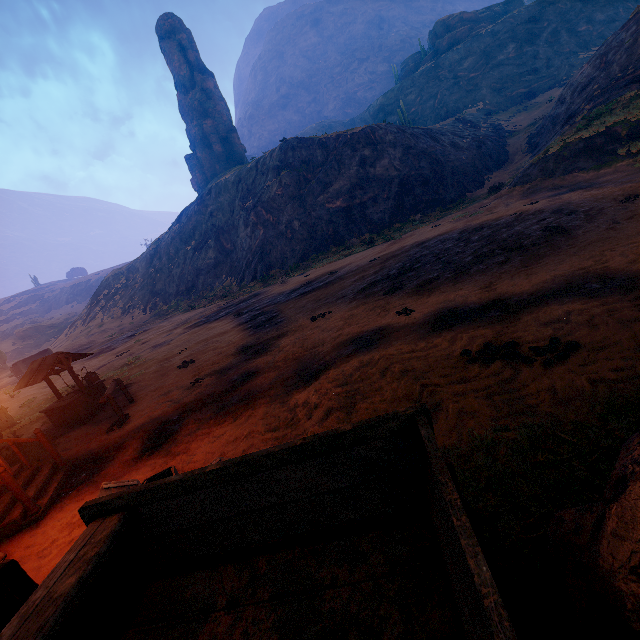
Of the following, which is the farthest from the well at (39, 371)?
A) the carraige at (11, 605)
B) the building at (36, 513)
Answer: the carraige at (11, 605)

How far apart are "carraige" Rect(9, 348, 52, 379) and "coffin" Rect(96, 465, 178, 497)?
34.3m

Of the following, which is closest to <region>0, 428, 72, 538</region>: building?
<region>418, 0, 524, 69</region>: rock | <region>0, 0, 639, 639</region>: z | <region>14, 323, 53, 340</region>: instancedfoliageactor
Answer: <region>0, 0, 639, 639</region>: z

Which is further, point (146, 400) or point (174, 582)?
point (146, 400)

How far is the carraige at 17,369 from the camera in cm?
2889

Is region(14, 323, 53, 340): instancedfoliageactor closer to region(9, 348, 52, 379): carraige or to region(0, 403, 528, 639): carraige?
region(9, 348, 52, 379): carraige

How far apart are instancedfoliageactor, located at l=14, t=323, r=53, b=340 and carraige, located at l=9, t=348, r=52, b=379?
36.3m

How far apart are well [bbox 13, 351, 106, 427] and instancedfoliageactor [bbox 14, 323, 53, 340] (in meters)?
62.62
